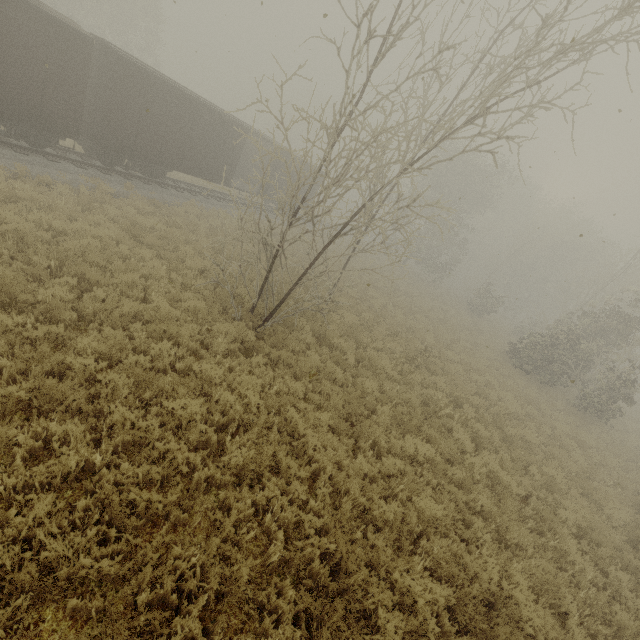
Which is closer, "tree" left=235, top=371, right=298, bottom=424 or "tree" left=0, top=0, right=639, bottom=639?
"tree" left=0, top=0, right=639, bottom=639

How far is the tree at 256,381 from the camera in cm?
675

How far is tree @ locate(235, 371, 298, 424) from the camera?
6.7 meters

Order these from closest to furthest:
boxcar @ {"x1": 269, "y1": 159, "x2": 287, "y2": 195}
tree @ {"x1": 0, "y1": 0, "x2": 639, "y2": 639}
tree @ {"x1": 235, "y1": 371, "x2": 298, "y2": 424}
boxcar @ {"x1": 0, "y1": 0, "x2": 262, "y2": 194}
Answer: tree @ {"x1": 0, "y1": 0, "x2": 639, "y2": 639}
tree @ {"x1": 235, "y1": 371, "x2": 298, "y2": 424}
boxcar @ {"x1": 0, "y1": 0, "x2": 262, "y2": 194}
boxcar @ {"x1": 269, "y1": 159, "x2": 287, "y2": 195}

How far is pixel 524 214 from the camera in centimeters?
4534cm

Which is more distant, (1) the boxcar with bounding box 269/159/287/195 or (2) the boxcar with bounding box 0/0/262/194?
(1) the boxcar with bounding box 269/159/287/195

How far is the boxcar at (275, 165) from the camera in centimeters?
2300cm

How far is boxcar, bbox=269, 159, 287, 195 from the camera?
23.00m
